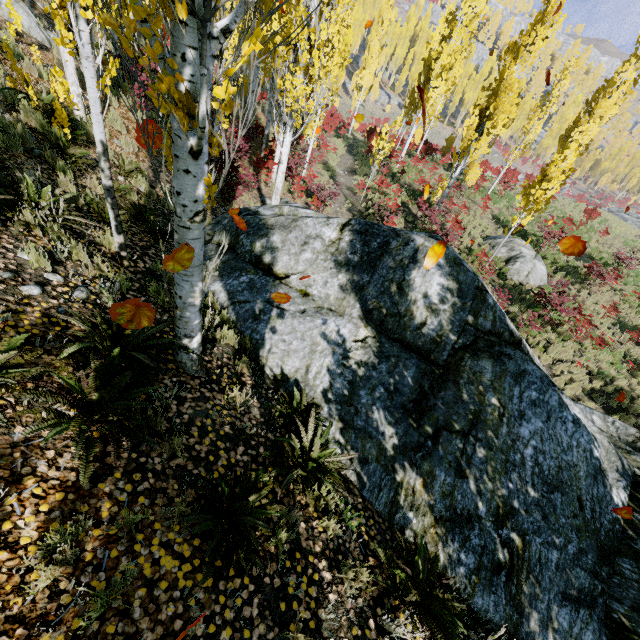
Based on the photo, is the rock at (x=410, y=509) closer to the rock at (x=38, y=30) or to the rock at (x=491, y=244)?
the rock at (x=491, y=244)

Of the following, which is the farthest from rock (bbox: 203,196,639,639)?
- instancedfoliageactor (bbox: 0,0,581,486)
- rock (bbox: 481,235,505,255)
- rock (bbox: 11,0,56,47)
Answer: rock (bbox: 11,0,56,47)

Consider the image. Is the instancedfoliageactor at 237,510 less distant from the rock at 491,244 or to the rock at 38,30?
the rock at 491,244

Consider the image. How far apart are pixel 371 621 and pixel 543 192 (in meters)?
15.98

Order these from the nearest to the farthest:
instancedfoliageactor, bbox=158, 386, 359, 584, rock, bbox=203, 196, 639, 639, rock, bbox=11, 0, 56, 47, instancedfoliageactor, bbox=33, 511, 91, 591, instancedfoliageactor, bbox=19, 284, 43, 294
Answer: instancedfoliageactor, bbox=33, 511, 91, 591 < instancedfoliageactor, bbox=158, 386, 359, 584 < instancedfoliageactor, bbox=19, 284, 43, 294 < rock, bbox=203, 196, 639, 639 < rock, bbox=11, 0, 56, 47

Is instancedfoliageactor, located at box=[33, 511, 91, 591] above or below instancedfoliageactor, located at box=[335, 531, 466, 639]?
above

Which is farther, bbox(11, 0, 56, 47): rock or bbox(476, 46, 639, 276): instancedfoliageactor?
bbox(476, 46, 639, 276): instancedfoliageactor

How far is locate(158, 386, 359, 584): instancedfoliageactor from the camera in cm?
256
